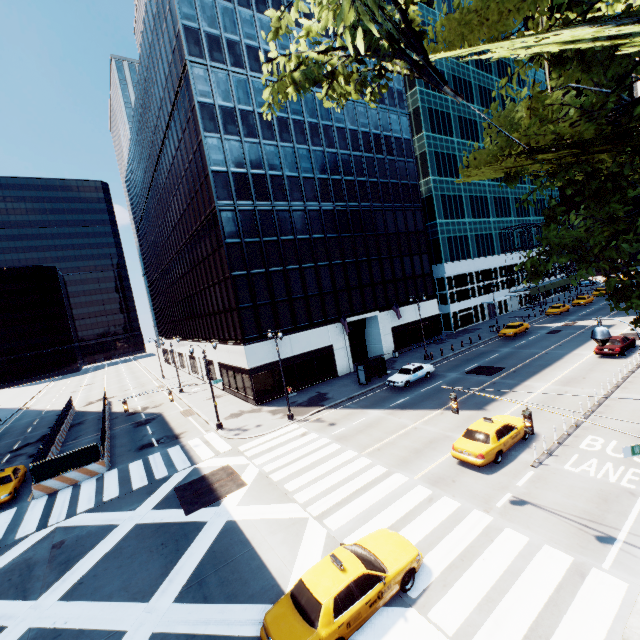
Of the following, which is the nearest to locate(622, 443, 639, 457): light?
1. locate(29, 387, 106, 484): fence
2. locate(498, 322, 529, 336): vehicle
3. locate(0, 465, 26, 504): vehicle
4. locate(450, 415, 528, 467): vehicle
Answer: locate(450, 415, 528, 467): vehicle

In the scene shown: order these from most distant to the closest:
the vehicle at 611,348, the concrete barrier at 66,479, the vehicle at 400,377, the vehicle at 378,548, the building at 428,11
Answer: the building at 428,11, the vehicle at 400,377, the vehicle at 611,348, the concrete barrier at 66,479, the vehicle at 378,548

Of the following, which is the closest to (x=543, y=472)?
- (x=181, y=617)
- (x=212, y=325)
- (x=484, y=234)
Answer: (x=181, y=617)

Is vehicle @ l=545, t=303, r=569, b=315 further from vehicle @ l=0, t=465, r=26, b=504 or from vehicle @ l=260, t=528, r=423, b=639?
vehicle @ l=0, t=465, r=26, b=504

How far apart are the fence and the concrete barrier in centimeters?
1cm

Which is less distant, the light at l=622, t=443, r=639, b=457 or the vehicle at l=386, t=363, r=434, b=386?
the light at l=622, t=443, r=639, b=457

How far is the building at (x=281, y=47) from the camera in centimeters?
3388cm

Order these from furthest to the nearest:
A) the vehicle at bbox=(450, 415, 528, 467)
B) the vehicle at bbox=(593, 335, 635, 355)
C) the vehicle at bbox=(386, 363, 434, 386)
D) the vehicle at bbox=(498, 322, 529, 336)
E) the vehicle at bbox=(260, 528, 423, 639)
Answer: the vehicle at bbox=(498, 322, 529, 336), the vehicle at bbox=(386, 363, 434, 386), the vehicle at bbox=(593, 335, 635, 355), the vehicle at bbox=(450, 415, 528, 467), the vehicle at bbox=(260, 528, 423, 639)
